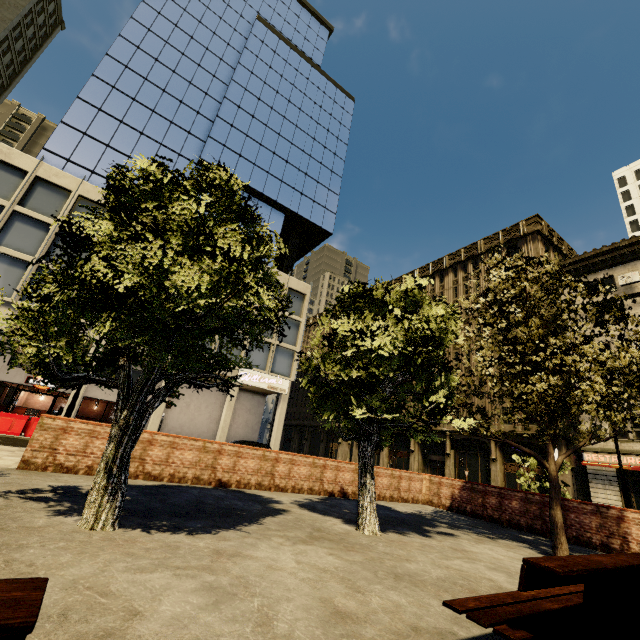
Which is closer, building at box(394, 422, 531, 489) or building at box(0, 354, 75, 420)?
building at box(0, 354, 75, 420)

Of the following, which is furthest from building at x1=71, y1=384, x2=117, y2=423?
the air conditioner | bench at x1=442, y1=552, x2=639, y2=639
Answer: bench at x1=442, y1=552, x2=639, y2=639

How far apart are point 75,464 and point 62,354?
5.7m

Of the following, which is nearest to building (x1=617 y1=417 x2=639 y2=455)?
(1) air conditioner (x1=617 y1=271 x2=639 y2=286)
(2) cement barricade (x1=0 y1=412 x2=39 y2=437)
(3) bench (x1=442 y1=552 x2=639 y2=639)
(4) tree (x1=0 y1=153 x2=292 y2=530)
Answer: (1) air conditioner (x1=617 y1=271 x2=639 y2=286)

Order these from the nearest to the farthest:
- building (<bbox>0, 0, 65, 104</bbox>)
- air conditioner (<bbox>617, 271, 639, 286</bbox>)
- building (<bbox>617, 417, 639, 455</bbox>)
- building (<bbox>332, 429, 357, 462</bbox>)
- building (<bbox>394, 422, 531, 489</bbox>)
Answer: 1. building (<bbox>617, 417, 639, 455</bbox>)
2. air conditioner (<bbox>617, 271, 639, 286</bbox>)
3. building (<bbox>394, 422, 531, 489</bbox>)
4. building (<bbox>0, 0, 65, 104</bbox>)
5. building (<bbox>332, 429, 357, 462</bbox>)

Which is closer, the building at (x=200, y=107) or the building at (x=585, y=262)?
the building at (x=200, y=107)

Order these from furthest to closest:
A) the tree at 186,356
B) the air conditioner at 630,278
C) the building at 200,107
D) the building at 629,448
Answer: the air conditioner at 630,278 < the building at 629,448 < the building at 200,107 < the tree at 186,356
